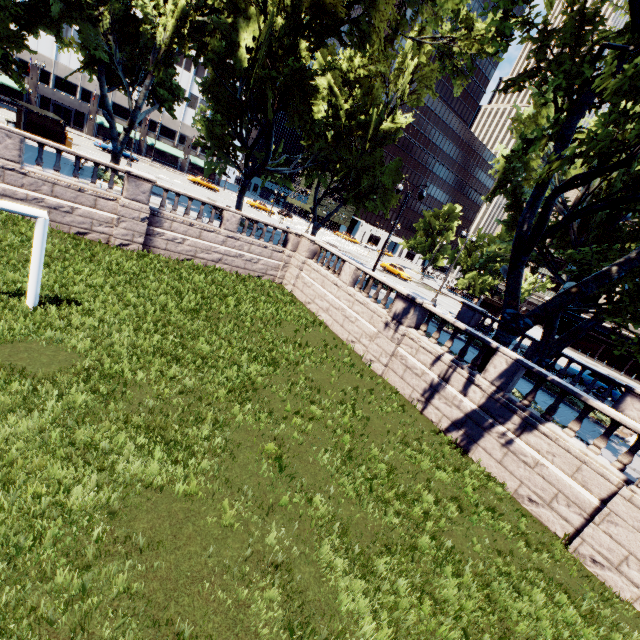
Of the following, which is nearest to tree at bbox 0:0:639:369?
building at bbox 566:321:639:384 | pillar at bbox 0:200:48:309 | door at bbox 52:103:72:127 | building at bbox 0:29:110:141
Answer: building at bbox 0:29:110:141

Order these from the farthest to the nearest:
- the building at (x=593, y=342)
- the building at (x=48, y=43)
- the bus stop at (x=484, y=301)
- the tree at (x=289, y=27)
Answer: the building at (x=48, y=43), the bus stop at (x=484, y=301), the building at (x=593, y=342), the tree at (x=289, y=27)

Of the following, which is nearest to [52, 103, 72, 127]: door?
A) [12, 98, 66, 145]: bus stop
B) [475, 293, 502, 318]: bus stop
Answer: [12, 98, 66, 145]: bus stop

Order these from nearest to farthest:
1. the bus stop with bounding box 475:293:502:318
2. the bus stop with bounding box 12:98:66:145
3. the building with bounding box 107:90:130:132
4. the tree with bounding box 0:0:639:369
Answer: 1. the tree with bounding box 0:0:639:369
2. the bus stop with bounding box 12:98:66:145
3. the bus stop with bounding box 475:293:502:318
4. the building with bounding box 107:90:130:132

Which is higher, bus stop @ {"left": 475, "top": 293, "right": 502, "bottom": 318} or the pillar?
bus stop @ {"left": 475, "top": 293, "right": 502, "bottom": 318}

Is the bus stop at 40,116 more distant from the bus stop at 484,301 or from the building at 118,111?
the bus stop at 484,301

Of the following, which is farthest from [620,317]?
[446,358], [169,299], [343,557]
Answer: [169,299]

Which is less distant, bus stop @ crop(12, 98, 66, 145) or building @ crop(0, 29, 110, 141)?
bus stop @ crop(12, 98, 66, 145)
